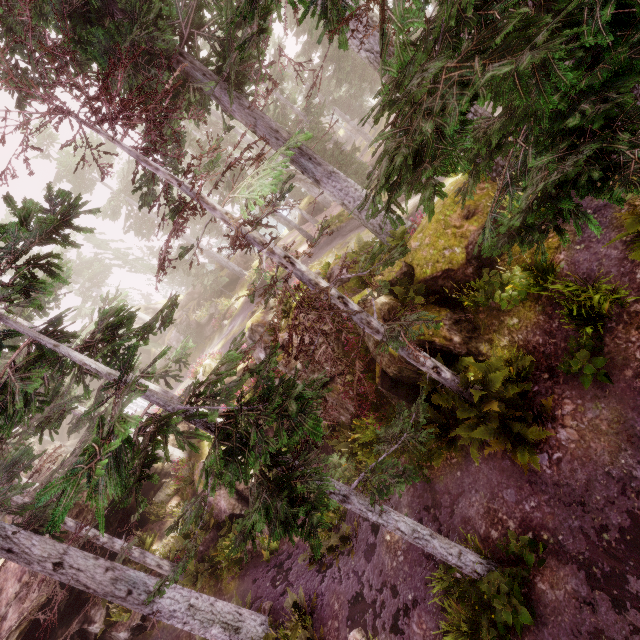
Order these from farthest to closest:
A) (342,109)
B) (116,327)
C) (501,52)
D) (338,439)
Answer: (342,109)
(338,439)
(116,327)
(501,52)

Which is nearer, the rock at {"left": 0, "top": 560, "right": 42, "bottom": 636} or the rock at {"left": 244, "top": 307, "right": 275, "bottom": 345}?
the rock at {"left": 0, "top": 560, "right": 42, "bottom": 636}

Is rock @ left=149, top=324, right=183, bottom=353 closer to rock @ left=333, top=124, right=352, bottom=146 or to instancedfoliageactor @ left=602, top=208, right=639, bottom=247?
instancedfoliageactor @ left=602, top=208, right=639, bottom=247

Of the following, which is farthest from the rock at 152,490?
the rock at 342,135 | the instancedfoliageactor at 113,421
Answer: the rock at 342,135

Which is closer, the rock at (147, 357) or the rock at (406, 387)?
the rock at (406, 387)

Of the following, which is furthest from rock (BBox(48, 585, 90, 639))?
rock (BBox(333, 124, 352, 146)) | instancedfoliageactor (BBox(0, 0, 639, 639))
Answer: rock (BBox(333, 124, 352, 146))

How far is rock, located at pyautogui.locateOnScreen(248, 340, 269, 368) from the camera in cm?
1604
